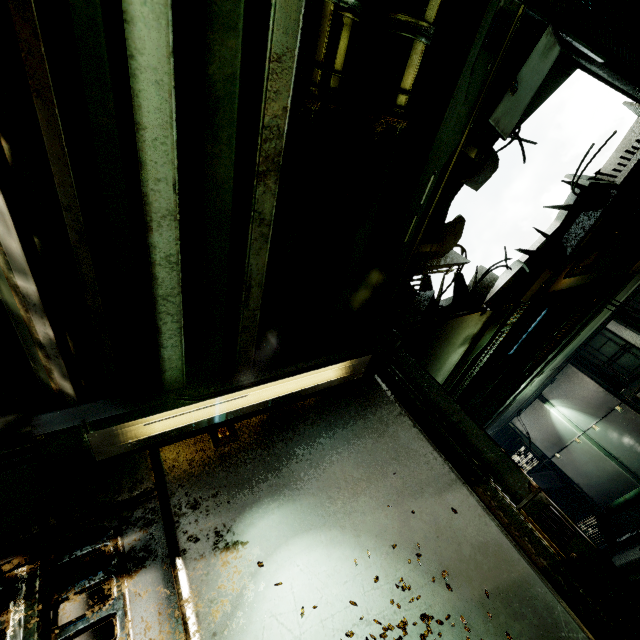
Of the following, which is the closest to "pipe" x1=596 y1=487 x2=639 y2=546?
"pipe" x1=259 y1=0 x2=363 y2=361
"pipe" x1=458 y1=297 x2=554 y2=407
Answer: "pipe" x1=458 y1=297 x2=554 y2=407

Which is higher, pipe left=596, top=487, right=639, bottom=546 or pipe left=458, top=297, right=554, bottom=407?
pipe left=458, top=297, right=554, bottom=407

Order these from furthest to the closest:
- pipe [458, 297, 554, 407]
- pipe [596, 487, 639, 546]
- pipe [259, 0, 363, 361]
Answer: pipe [596, 487, 639, 546]
pipe [458, 297, 554, 407]
pipe [259, 0, 363, 361]

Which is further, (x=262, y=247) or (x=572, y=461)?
(x=572, y=461)

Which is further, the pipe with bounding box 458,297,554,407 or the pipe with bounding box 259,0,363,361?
the pipe with bounding box 458,297,554,407

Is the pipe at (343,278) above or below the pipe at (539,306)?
below

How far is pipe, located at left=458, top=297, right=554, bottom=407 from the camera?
6.9m

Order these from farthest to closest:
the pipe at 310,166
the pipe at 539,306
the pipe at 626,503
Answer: the pipe at 626,503 → the pipe at 539,306 → the pipe at 310,166
